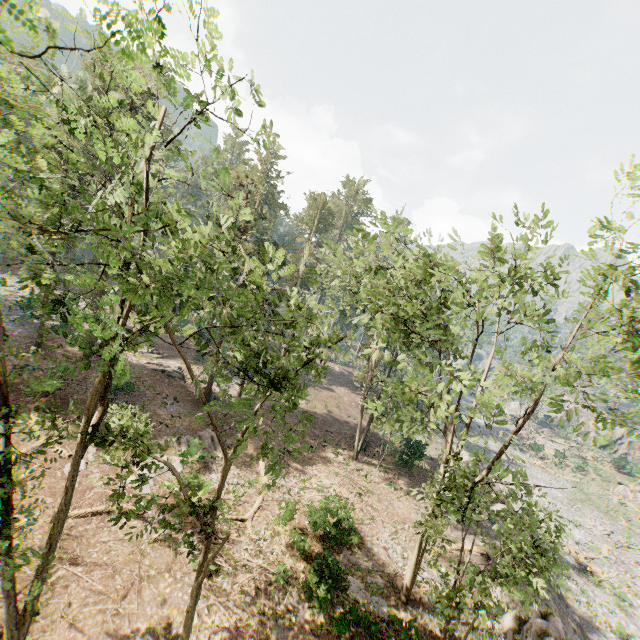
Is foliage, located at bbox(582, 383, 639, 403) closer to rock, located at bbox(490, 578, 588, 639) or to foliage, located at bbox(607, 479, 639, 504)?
rock, located at bbox(490, 578, 588, 639)

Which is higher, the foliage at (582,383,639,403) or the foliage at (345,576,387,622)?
the foliage at (582,383,639,403)

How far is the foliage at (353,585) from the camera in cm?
1490

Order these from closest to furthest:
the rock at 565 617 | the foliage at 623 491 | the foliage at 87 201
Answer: the foliage at 87 201 → the rock at 565 617 → the foliage at 623 491

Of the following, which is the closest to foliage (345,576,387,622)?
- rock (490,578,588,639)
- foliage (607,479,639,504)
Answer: rock (490,578,588,639)

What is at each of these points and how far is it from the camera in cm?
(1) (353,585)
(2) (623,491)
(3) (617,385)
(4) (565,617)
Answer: (1) foliage, 1575
(2) foliage, 4741
(3) foliage, 1258
(4) rock, 2116

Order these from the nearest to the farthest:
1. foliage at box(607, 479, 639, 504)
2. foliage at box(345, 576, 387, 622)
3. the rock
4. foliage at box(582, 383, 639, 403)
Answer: foliage at box(582, 383, 639, 403) < foliage at box(345, 576, 387, 622) < the rock < foliage at box(607, 479, 639, 504)
